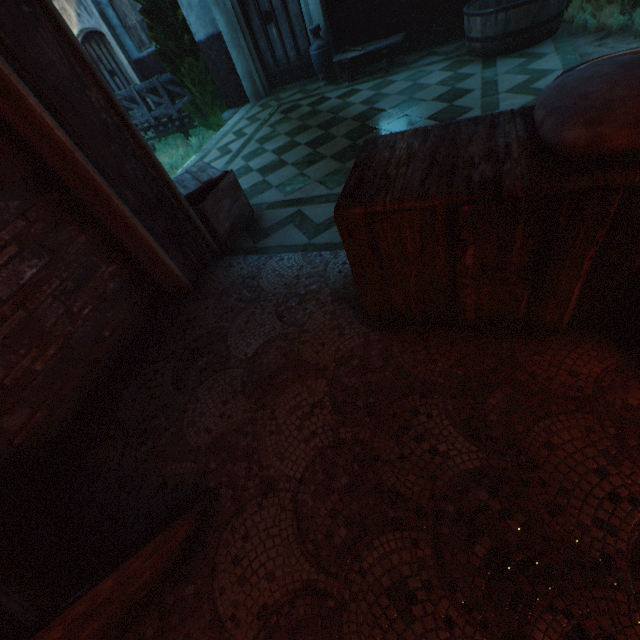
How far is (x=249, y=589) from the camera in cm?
149

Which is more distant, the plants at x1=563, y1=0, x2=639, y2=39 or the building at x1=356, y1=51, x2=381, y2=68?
the building at x1=356, y1=51, x2=381, y2=68

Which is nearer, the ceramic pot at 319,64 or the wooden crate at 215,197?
the wooden crate at 215,197

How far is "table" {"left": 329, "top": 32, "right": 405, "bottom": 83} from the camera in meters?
5.7 m

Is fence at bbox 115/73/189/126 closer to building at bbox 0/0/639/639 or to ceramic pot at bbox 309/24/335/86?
building at bbox 0/0/639/639

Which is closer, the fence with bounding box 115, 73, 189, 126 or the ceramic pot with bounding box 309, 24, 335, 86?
the ceramic pot with bounding box 309, 24, 335, 86

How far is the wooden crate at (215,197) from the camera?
3.3m

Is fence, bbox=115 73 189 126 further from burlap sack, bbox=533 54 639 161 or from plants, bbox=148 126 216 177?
burlap sack, bbox=533 54 639 161
